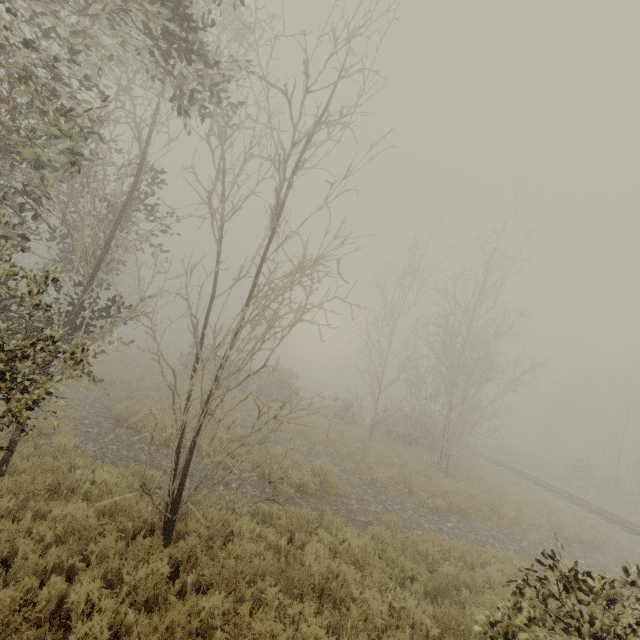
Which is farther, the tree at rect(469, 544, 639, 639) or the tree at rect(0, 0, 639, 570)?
the tree at rect(0, 0, 639, 570)

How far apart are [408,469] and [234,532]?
12.59m

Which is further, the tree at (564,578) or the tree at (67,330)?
the tree at (67,330)
